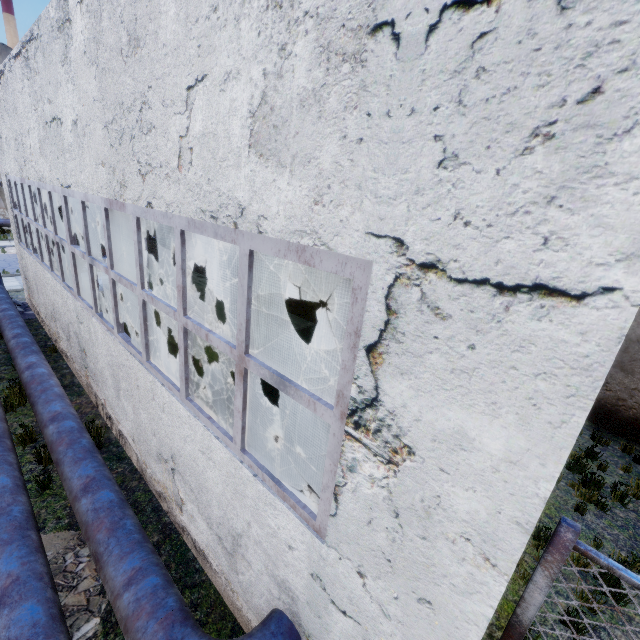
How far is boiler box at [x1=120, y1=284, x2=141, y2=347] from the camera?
8.2m

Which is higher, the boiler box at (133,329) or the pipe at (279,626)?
the boiler box at (133,329)

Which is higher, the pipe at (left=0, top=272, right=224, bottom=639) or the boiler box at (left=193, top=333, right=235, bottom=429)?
the boiler box at (left=193, top=333, right=235, bottom=429)

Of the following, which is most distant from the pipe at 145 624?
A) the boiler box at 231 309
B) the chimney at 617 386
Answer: the chimney at 617 386

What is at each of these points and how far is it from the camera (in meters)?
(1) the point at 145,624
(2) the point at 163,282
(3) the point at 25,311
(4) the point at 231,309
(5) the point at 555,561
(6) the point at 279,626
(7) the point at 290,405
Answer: (1) pipe, 3.29
(2) boiler box, 8.43
(3) concrete debris, 13.05
(4) boiler box, 7.08
(5) fence, 1.76
(6) pipe, 3.37
(7) boiler box, 7.05

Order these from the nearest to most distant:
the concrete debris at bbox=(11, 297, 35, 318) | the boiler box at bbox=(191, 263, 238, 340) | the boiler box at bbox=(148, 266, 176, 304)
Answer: the boiler box at bbox=(191, 263, 238, 340) → the boiler box at bbox=(148, 266, 176, 304) → the concrete debris at bbox=(11, 297, 35, 318)

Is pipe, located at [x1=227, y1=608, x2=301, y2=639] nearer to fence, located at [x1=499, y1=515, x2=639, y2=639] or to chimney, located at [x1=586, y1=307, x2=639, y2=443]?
fence, located at [x1=499, y1=515, x2=639, y2=639]
